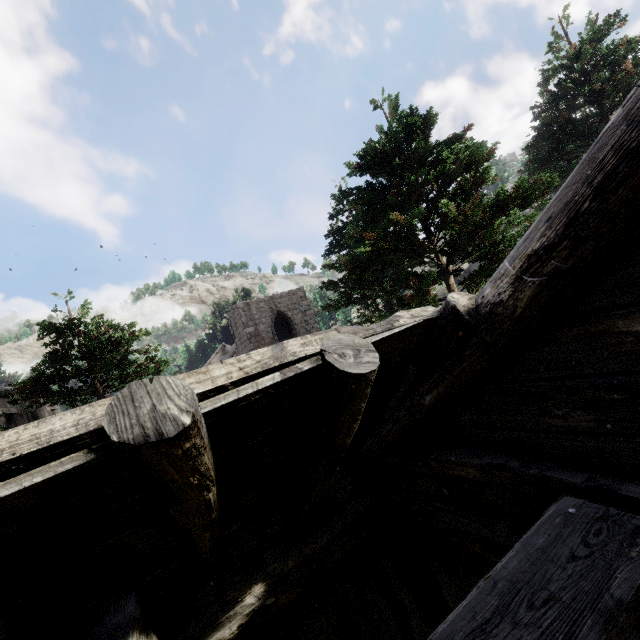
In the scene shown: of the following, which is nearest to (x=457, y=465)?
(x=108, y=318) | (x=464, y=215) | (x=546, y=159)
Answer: (x=464, y=215)
